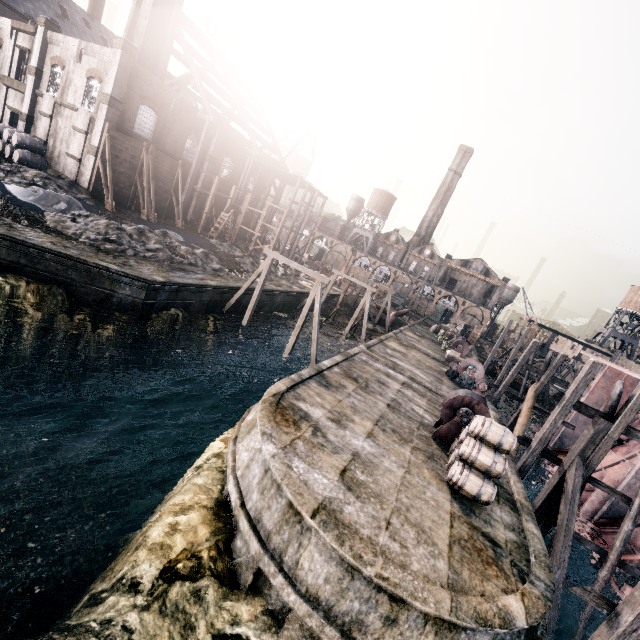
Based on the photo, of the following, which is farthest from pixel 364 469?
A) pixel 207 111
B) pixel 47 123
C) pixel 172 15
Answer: pixel 172 15

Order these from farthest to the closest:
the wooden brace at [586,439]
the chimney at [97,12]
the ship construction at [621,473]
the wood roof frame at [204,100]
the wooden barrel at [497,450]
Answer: the chimney at [97,12] < the wood roof frame at [204,100] < the ship construction at [621,473] < the wooden brace at [586,439] < the wooden barrel at [497,450]

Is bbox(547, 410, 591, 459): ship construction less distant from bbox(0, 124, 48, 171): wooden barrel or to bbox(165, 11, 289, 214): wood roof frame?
bbox(165, 11, 289, 214): wood roof frame

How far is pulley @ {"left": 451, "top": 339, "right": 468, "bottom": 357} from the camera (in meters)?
38.81

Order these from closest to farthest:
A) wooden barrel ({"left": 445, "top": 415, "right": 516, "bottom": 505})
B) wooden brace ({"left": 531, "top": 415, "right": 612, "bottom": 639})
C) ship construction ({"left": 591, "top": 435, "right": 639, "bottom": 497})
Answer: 1. wooden barrel ({"left": 445, "top": 415, "right": 516, "bottom": 505})
2. wooden brace ({"left": 531, "top": 415, "right": 612, "bottom": 639})
3. ship construction ({"left": 591, "top": 435, "right": 639, "bottom": 497})

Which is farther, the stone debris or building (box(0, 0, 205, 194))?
building (box(0, 0, 205, 194))

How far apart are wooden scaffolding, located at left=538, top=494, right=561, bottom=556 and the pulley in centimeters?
2397cm

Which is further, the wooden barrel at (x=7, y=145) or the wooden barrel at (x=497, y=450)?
the wooden barrel at (x=7, y=145)
